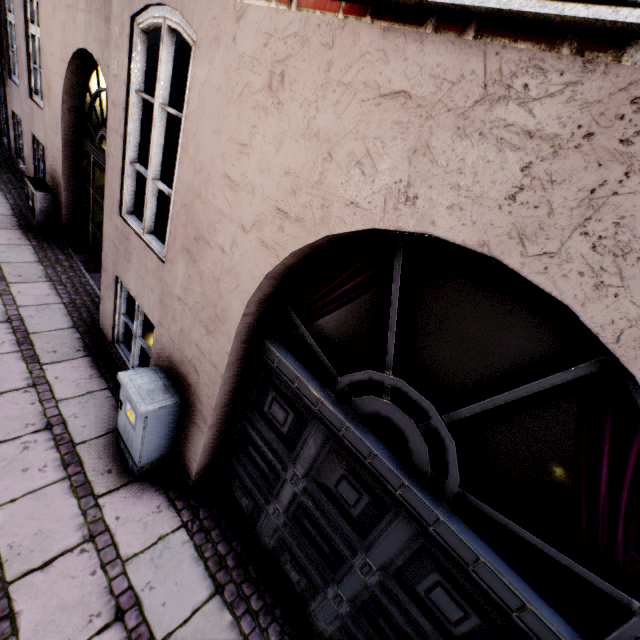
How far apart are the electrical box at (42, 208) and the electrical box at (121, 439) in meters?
5.4

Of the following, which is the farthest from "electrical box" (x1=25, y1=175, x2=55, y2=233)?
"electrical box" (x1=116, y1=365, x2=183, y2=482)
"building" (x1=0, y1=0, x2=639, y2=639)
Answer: "electrical box" (x1=116, y1=365, x2=183, y2=482)

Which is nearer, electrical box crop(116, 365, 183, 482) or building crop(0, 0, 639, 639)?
building crop(0, 0, 639, 639)

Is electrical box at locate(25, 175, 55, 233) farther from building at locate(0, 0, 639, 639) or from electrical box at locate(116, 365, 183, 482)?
electrical box at locate(116, 365, 183, 482)

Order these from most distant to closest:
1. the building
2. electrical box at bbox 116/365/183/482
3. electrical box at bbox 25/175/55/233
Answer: electrical box at bbox 25/175/55/233, electrical box at bbox 116/365/183/482, the building

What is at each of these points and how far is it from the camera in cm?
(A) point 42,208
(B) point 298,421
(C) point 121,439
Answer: (A) electrical box, 621
(B) building, 246
(C) electrical box, 334

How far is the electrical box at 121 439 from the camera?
2.86m

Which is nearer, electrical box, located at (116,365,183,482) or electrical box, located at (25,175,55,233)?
electrical box, located at (116,365,183,482)
